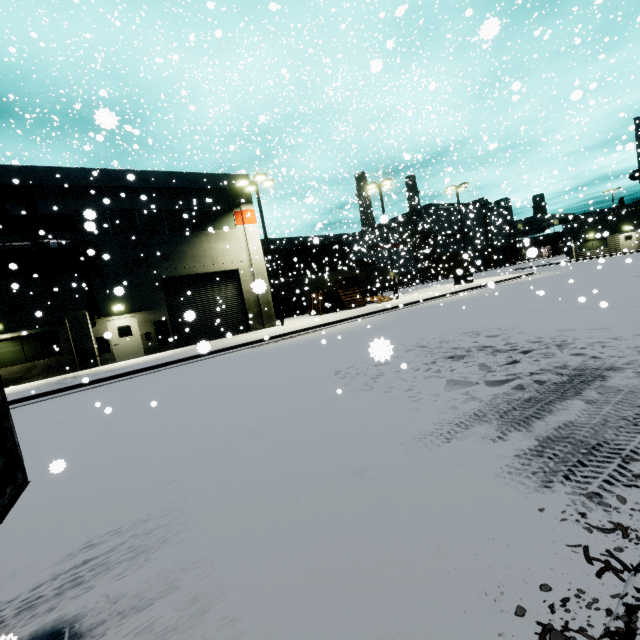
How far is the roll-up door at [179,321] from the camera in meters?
20.4

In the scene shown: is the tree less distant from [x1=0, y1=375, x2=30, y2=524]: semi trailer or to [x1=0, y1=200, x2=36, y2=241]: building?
[x1=0, y1=200, x2=36, y2=241]: building

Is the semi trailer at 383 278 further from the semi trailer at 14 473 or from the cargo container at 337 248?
the semi trailer at 14 473

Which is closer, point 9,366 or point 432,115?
point 9,366

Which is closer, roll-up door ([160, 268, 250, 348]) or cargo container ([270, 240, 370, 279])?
roll-up door ([160, 268, 250, 348])

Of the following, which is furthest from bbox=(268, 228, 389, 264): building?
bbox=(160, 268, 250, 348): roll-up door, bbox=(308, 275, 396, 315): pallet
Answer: bbox=(308, 275, 396, 315): pallet

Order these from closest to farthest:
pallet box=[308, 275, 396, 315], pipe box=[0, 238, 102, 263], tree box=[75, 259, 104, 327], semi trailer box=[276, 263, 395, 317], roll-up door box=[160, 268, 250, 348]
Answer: pipe box=[0, 238, 102, 263] < tree box=[75, 259, 104, 327] < roll-up door box=[160, 268, 250, 348] < pallet box=[308, 275, 396, 315] < semi trailer box=[276, 263, 395, 317]

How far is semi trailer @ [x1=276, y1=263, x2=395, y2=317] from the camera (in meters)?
31.41
